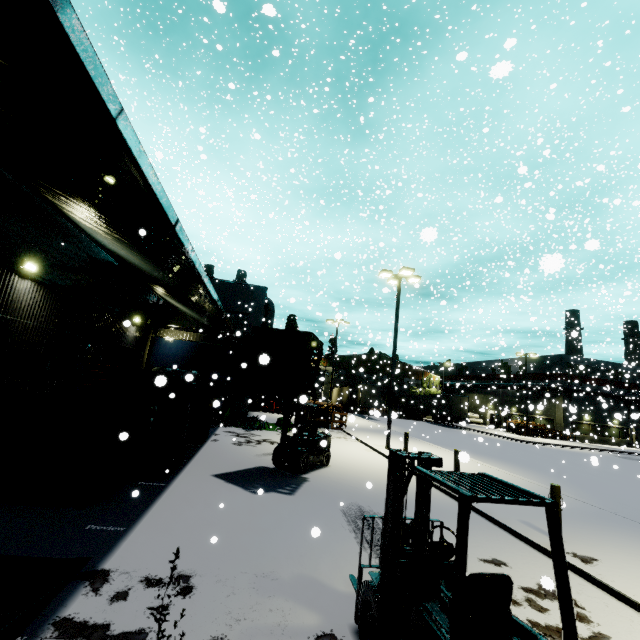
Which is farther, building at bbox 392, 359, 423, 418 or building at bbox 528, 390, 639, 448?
building at bbox 392, 359, 423, 418

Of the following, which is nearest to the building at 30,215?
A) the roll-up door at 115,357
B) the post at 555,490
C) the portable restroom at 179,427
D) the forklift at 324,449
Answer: the roll-up door at 115,357

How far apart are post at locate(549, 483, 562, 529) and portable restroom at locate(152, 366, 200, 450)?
11.0m

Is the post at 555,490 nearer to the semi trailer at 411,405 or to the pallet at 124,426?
the pallet at 124,426

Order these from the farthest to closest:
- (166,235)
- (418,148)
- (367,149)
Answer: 1. (367,149)
2. (418,148)
3. (166,235)

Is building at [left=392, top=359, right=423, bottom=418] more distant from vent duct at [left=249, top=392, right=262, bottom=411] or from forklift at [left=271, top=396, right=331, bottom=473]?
forklift at [left=271, top=396, right=331, bottom=473]

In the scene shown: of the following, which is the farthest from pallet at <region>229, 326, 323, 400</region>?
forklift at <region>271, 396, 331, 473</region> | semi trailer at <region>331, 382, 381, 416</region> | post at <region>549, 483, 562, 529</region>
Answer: post at <region>549, 483, 562, 529</region>

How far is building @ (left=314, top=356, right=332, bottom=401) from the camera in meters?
25.7
